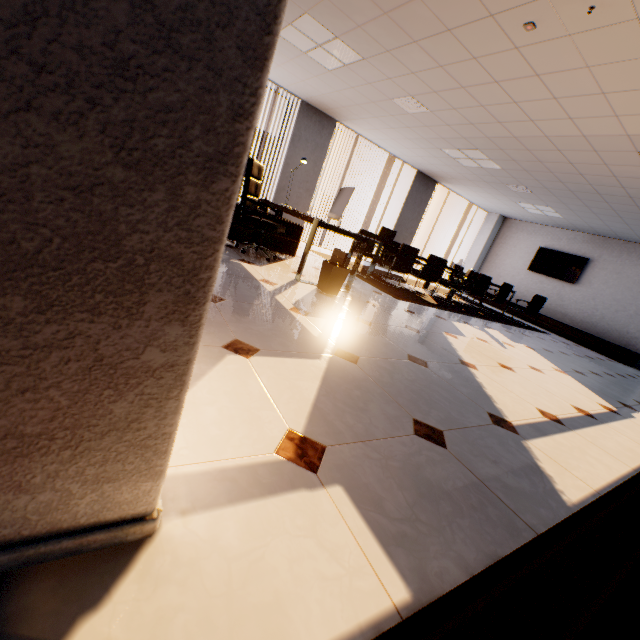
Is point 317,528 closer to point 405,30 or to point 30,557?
point 30,557

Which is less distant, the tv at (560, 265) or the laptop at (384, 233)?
the laptop at (384, 233)

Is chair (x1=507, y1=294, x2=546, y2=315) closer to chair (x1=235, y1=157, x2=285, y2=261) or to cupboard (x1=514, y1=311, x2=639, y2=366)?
cupboard (x1=514, y1=311, x2=639, y2=366)

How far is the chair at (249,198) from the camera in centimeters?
411cm

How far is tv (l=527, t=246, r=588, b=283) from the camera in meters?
9.5

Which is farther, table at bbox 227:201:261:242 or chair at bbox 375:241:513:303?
chair at bbox 375:241:513:303

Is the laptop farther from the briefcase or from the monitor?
the monitor

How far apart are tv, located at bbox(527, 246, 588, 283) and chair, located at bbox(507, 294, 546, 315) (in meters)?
2.05
